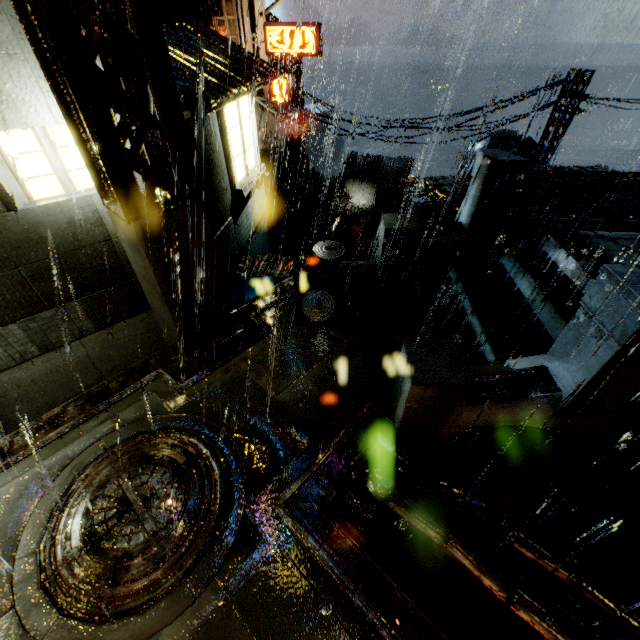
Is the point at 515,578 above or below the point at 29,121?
below

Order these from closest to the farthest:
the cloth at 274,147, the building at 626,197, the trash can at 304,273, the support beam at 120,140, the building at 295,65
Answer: the support beam at 120,140 → the trash can at 304,273 → the building at 626,197 → the cloth at 274,147 → the building at 295,65

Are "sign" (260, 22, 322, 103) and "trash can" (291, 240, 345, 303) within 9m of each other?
no

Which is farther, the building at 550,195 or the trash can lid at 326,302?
the building at 550,195

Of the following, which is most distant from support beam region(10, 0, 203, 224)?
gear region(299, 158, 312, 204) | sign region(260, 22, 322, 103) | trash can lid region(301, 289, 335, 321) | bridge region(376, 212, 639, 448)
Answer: gear region(299, 158, 312, 204)

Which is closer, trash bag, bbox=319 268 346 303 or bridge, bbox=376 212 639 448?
bridge, bbox=376 212 639 448

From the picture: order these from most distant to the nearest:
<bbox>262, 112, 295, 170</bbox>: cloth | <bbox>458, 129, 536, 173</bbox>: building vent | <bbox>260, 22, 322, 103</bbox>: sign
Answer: <bbox>262, 112, 295, 170</bbox>: cloth → <bbox>260, 22, 322, 103</bbox>: sign → <bbox>458, 129, 536, 173</bbox>: building vent

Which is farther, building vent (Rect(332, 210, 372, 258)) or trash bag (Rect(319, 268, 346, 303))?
building vent (Rect(332, 210, 372, 258))
